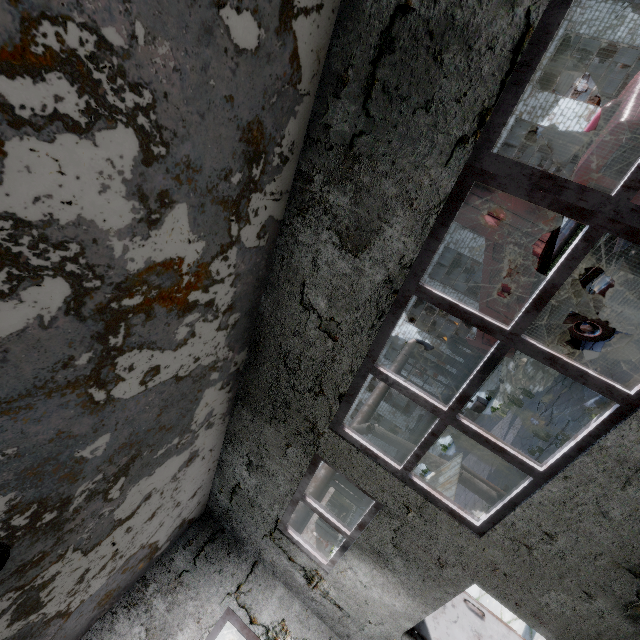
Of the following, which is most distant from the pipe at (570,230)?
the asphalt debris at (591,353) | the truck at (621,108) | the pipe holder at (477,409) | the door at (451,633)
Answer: the truck at (621,108)

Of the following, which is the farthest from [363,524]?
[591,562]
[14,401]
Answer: [14,401]

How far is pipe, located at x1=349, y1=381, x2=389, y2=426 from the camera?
13.6 meters

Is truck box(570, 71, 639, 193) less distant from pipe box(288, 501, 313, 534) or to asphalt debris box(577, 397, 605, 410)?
asphalt debris box(577, 397, 605, 410)

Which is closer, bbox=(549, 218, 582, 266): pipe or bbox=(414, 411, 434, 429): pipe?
bbox=(549, 218, 582, 266): pipe

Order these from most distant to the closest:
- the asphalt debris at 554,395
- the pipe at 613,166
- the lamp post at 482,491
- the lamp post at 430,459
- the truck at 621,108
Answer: the pipe at 613,166 < the lamp post at 430,459 < the lamp post at 482,491 < the asphalt debris at 554,395 < the truck at 621,108

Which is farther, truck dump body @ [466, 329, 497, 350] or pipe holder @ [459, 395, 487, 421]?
pipe holder @ [459, 395, 487, 421]

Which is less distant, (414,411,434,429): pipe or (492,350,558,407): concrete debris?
(492,350,558,407): concrete debris
